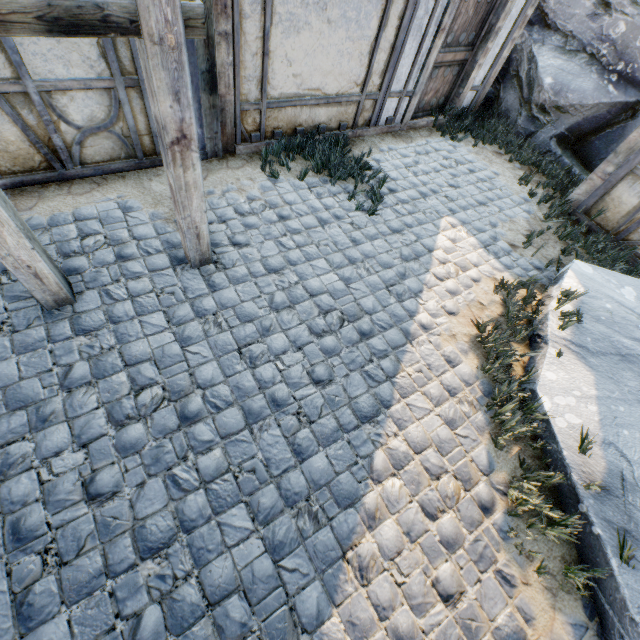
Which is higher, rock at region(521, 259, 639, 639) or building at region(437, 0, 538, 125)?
building at region(437, 0, 538, 125)

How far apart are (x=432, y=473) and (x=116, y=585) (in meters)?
2.60

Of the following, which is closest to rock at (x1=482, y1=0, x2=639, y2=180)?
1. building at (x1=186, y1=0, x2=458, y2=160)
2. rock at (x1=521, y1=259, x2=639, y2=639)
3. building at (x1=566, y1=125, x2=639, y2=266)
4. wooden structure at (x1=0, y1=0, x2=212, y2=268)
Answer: building at (x1=186, y1=0, x2=458, y2=160)

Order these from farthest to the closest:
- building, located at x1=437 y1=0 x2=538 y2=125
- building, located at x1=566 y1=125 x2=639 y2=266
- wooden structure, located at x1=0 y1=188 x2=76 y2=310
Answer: building, located at x1=437 y1=0 x2=538 y2=125 < building, located at x1=566 y1=125 x2=639 y2=266 < wooden structure, located at x1=0 y1=188 x2=76 y2=310

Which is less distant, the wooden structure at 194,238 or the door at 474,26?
the wooden structure at 194,238

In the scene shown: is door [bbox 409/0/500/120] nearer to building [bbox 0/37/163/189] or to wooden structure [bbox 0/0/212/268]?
building [bbox 0/37/163/189]

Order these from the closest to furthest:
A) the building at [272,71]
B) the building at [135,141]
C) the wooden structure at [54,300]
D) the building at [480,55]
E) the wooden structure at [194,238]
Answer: the wooden structure at [194,238] < the wooden structure at [54,300] < the building at [135,141] < the building at [272,71] < the building at [480,55]

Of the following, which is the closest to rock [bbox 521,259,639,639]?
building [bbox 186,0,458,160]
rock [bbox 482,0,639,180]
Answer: rock [bbox 482,0,639,180]
